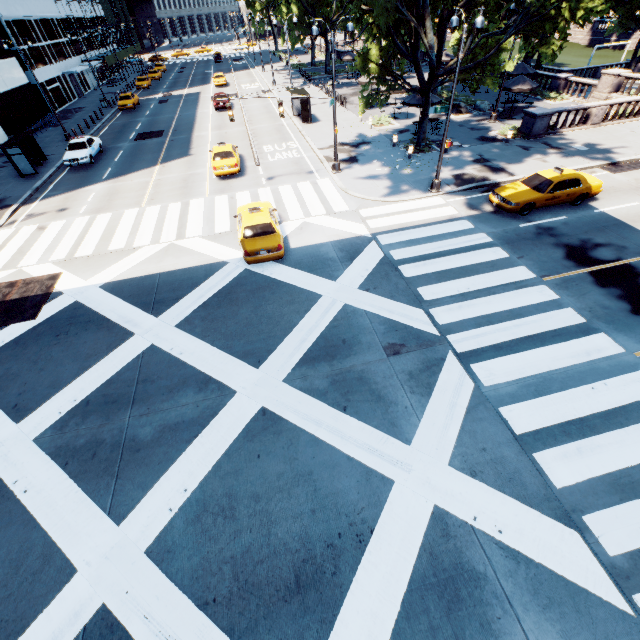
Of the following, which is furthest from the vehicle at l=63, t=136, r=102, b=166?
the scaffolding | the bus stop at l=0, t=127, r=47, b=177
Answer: the scaffolding

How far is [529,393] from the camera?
9.0m

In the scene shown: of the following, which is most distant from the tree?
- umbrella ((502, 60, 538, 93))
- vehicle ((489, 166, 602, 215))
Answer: vehicle ((489, 166, 602, 215))

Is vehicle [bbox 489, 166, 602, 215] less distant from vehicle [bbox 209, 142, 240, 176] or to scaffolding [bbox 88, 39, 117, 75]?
vehicle [bbox 209, 142, 240, 176]

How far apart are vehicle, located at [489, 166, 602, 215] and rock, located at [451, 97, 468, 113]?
16.2m

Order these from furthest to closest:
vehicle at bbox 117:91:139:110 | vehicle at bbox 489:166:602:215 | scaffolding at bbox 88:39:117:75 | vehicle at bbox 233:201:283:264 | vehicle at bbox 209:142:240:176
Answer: scaffolding at bbox 88:39:117:75 → vehicle at bbox 117:91:139:110 → vehicle at bbox 209:142:240:176 → vehicle at bbox 489:166:602:215 → vehicle at bbox 233:201:283:264

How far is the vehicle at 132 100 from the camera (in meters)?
39.75

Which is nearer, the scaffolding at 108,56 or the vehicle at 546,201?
the vehicle at 546,201
